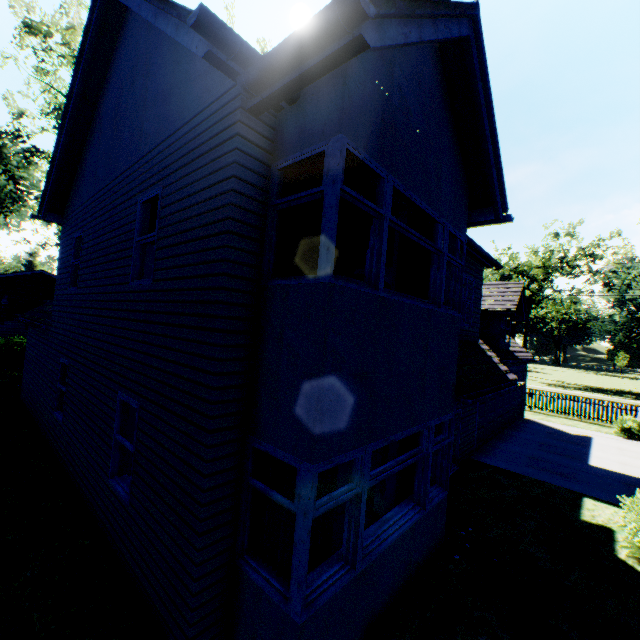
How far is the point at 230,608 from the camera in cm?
400

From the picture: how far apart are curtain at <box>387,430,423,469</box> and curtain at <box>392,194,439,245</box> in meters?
2.2 m

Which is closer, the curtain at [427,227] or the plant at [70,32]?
the curtain at [427,227]

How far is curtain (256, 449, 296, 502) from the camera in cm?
381

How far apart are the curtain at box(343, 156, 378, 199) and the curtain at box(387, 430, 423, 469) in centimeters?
307cm

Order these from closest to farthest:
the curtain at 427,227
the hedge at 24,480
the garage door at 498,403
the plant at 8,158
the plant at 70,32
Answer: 1. the hedge at 24,480
2. the curtain at 427,227
3. the garage door at 498,403
4. the plant at 70,32
5. the plant at 8,158

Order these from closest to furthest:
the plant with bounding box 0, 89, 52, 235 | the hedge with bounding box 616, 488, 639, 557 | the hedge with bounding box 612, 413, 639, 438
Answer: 1. the hedge with bounding box 616, 488, 639, 557
2. the hedge with bounding box 612, 413, 639, 438
3. the plant with bounding box 0, 89, 52, 235

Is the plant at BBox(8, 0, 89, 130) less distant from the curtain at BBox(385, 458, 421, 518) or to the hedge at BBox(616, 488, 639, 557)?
the curtain at BBox(385, 458, 421, 518)
